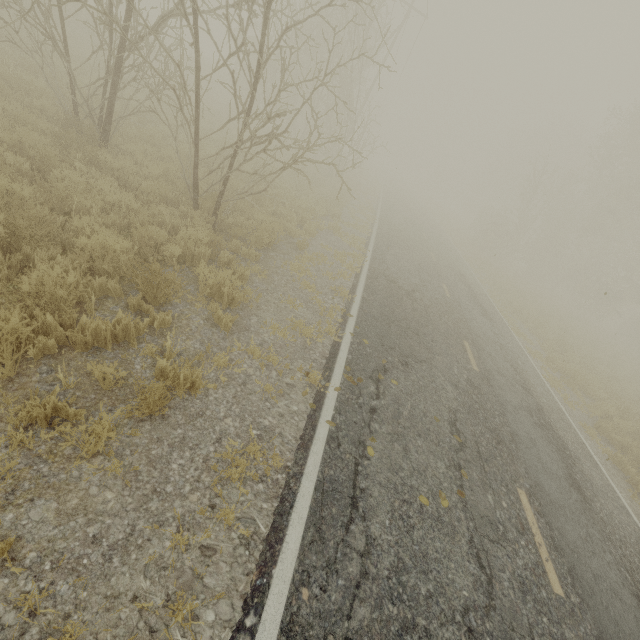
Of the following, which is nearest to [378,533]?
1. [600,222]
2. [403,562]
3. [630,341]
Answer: [403,562]

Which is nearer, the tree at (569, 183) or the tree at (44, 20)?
the tree at (44, 20)

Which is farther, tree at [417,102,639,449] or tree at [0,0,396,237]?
tree at [417,102,639,449]
